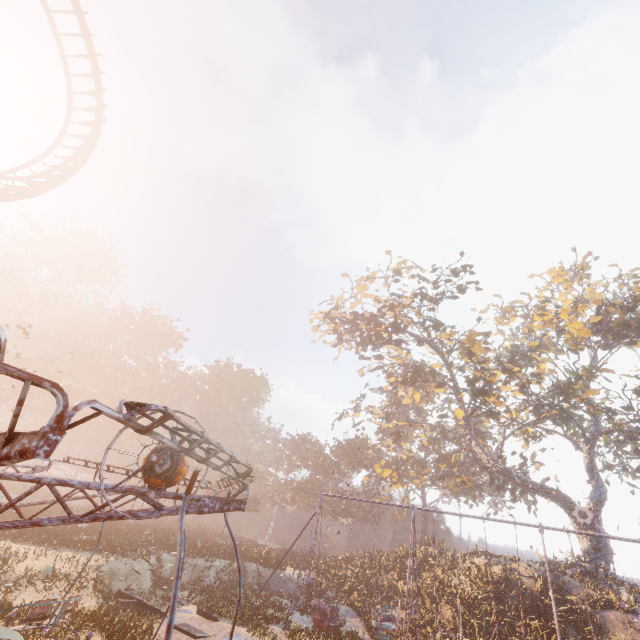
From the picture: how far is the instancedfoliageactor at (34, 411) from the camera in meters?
44.8

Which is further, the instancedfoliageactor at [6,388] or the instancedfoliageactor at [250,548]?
the instancedfoliageactor at [6,388]

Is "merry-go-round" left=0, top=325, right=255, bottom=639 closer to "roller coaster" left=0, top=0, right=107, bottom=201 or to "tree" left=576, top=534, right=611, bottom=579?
"roller coaster" left=0, top=0, right=107, bottom=201

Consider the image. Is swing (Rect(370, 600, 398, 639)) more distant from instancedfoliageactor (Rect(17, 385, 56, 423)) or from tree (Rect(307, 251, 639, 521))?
instancedfoliageactor (Rect(17, 385, 56, 423))

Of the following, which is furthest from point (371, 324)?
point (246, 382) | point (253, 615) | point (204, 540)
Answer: point (246, 382)

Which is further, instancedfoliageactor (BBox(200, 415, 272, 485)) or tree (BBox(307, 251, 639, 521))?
instancedfoliageactor (BBox(200, 415, 272, 485))

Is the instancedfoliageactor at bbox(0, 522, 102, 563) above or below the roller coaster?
below

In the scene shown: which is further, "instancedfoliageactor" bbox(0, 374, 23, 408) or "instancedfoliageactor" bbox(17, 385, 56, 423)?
"instancedfoliageactor" bbox(17, 385, 56, 423)
